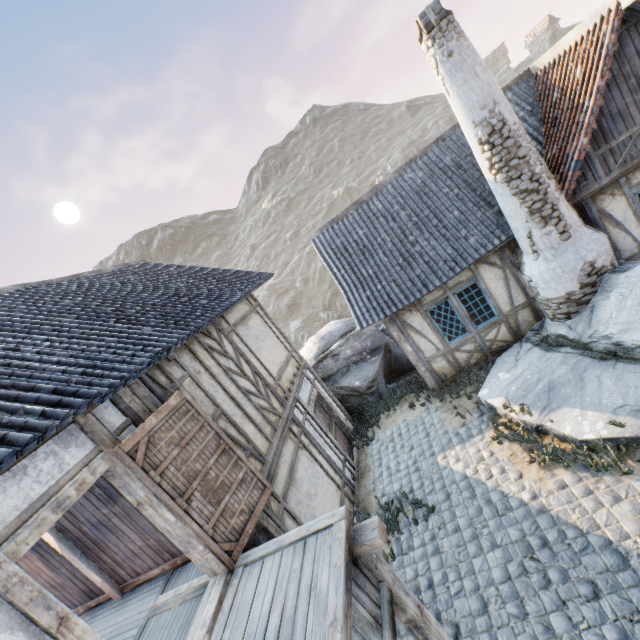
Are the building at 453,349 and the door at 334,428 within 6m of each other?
yes

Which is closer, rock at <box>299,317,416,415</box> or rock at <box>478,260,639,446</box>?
rock at <box>478,260,639,446</box>

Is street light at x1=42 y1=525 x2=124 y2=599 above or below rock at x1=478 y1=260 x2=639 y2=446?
above

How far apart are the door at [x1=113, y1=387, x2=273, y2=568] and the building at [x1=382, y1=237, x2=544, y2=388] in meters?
5.6 m

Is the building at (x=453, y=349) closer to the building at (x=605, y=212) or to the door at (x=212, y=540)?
the building at (x=605, y=212)

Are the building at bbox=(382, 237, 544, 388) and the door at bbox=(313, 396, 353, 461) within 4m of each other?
yes

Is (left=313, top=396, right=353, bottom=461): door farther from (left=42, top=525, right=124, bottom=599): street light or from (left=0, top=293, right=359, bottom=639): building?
(left=42, top=525, right=124, bottom=599): street light

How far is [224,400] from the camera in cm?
609
